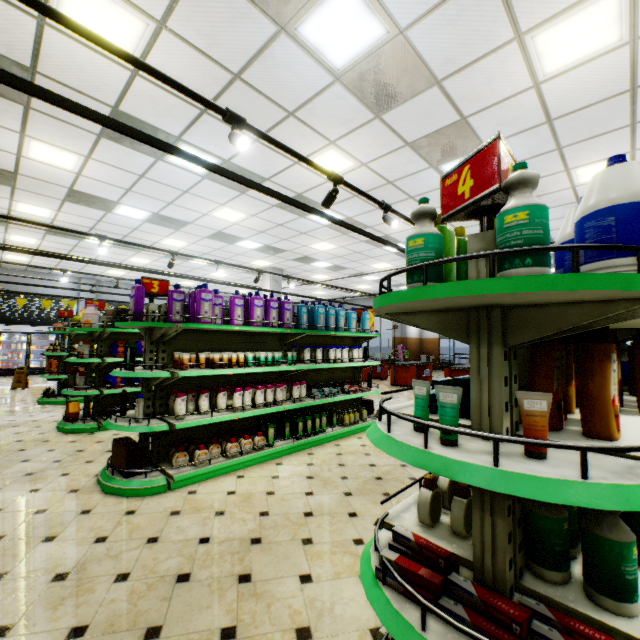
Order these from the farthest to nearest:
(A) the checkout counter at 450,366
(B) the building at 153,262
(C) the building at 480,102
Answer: (A) the checkout counter at 450,366, (B) the building at 153,262, (C) the building at 480,102

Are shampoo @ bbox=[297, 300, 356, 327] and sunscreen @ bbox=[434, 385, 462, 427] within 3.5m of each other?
no

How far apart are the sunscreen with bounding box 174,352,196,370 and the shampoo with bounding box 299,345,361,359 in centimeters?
265cm

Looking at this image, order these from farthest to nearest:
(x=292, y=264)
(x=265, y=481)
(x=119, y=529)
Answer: (x=292, y=264)
(x=265, y=481)
(x=119, y=529)

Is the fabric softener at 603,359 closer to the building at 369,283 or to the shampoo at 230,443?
the building at 369,283

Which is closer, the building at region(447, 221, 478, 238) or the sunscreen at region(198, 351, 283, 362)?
the sunscreen at region(198, 351, 283, 362)

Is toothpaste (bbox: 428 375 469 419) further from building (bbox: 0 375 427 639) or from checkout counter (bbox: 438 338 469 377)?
checkout counter (bbox: 438 338 469 377)

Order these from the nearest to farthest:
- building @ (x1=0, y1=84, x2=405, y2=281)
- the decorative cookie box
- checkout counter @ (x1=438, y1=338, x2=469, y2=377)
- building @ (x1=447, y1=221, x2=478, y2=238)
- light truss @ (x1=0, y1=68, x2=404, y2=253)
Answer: light truss @ (x1=0, y1=68, x2=404, y2=253), building @ (x1=0, y1=84, x2=405, y2=281), the decorative cookie box, building @ (x1=447, y1=221, x2=478, y2=238), checkout counter @ (x1=438, y1=338, x2=469, y2=377)
